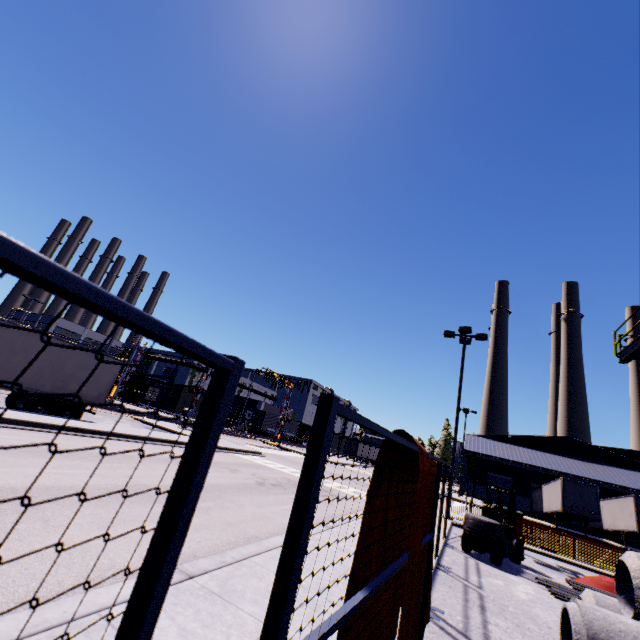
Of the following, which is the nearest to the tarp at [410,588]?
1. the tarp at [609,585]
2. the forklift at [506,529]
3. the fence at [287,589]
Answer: the fence at [287,589]

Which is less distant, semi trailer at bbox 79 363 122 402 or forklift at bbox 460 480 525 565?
forklift at bbox 460 480 525 565

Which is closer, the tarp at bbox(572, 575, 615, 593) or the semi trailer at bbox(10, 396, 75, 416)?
the tarp at bbox(572, 575, 615, 593)

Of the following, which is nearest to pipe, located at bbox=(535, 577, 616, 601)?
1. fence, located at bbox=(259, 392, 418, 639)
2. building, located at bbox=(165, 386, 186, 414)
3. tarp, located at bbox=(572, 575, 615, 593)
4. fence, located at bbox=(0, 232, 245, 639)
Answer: building, located at bbox=(165, 386, 186, 414)

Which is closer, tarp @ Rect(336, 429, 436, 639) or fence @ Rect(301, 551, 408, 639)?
fence @ Rect(301, 551, 408, 639)

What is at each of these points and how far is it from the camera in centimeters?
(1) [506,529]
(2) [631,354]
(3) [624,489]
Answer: (1) forklift, 1052cm
(2) balcony, 1124cm
(3) building, 3809cm

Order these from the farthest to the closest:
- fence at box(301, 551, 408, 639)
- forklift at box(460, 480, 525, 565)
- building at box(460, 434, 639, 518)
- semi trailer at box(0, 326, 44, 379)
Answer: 1. building at box(460, 434, 639, 518)
2. semi trailer at box(0, 326, 44, 379)
3. forklift at box(460, 480, 525, 565)
4. fence at box(301, 551, 408, 639)

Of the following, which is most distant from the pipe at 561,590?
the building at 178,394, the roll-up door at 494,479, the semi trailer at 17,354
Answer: the roll-up door at 494,479
